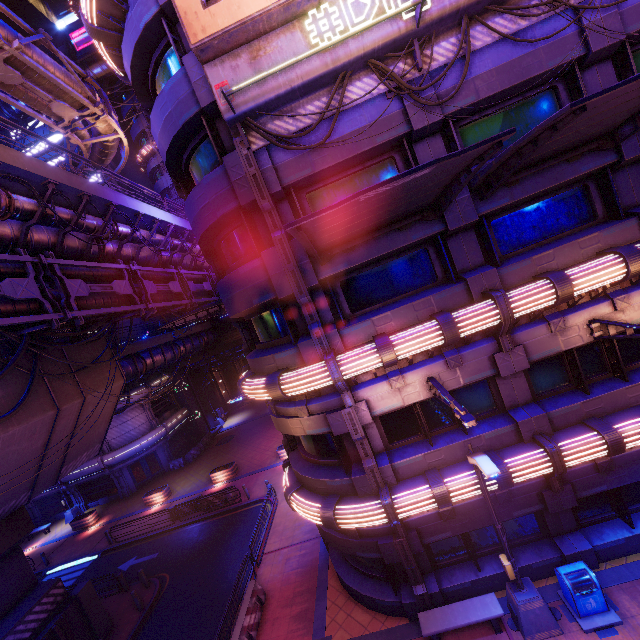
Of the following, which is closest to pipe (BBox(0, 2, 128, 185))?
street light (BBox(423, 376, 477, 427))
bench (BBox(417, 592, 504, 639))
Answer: street light (BBox(423, 376, 477, 427))

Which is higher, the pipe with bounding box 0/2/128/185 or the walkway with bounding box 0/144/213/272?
the pipe with bounding box 0/2/128/185

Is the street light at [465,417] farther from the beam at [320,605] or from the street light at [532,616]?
the beam at [320,605]

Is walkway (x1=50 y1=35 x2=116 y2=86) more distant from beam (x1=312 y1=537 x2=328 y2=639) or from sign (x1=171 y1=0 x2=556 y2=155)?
beam (x1=312 y1=537 x2=328 y2=639)

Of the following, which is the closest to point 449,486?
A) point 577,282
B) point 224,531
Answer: point 577,282

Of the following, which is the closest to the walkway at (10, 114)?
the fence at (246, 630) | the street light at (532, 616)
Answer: the street light at (532, 616)

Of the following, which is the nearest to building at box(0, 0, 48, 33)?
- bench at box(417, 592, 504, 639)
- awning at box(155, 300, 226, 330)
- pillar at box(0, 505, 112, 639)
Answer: pillar at box(0, 505, 112, 639)

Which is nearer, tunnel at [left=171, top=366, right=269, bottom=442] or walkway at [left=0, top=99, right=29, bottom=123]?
walkway at [left=0, top=99, right=29, bottom=123]
